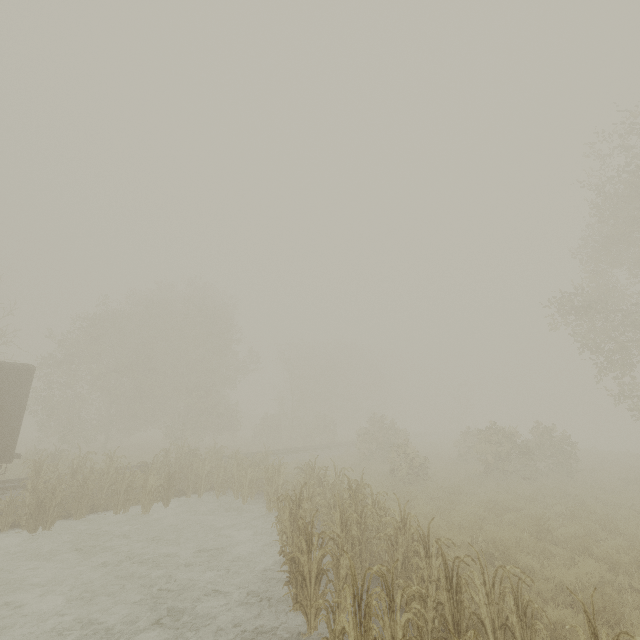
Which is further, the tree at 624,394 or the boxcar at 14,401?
the tree at 624,394

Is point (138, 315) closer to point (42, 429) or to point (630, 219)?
point (42, 429)

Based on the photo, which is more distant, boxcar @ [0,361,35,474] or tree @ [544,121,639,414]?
tree @ [544,121,639,414]
